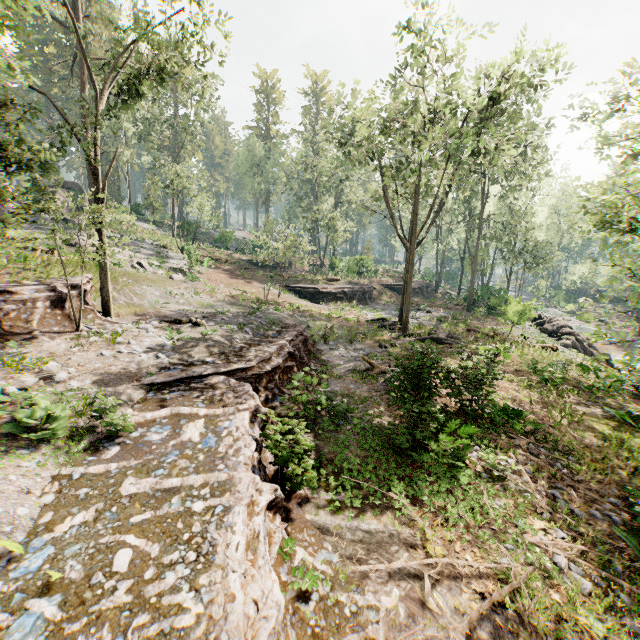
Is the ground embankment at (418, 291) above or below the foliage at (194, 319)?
below

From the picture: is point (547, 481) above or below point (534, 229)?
below

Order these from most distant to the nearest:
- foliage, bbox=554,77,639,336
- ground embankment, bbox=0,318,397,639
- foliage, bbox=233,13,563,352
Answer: foliage, bbox=233,13,563,352 < foliage, bbox=554,77,639,336 < ground embankment, bbox=0,318,397,639

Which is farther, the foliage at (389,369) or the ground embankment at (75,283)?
the ground embankment at (75,283)

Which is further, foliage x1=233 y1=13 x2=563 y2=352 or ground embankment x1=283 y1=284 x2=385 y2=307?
ground embankment x1=283 y1=284 x2=385 y2=307

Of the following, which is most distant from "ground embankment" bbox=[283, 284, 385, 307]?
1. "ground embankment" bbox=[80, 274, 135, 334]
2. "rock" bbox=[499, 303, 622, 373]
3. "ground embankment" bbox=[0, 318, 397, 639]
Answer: "ground embankment" bbox=[80, 274, 135, 334]

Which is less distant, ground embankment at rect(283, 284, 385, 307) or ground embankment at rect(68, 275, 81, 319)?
ground embankment at rect(68, 275, 81, 319)

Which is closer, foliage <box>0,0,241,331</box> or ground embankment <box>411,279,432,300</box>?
foliage <box>0,0,241,331</box>
